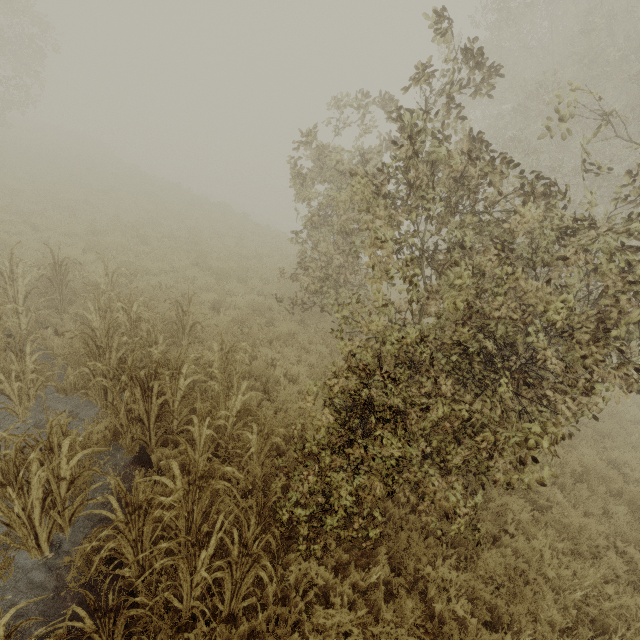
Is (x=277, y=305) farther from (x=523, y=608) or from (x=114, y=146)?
(x=114, y=146)

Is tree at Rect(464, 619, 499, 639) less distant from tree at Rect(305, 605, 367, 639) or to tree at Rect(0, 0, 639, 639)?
tree at Rect(0, 0, 639, 639)

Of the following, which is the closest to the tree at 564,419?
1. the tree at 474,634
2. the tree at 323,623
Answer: the tree at 474,634

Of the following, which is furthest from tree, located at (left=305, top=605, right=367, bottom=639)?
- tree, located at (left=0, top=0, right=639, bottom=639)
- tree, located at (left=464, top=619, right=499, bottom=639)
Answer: tree, located at (left=464, top=619, right=499, bottom=639)

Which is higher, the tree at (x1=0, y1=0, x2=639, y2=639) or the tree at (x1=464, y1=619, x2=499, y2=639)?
the tree at (x1=0, y1=0, x2=639, y2=639)

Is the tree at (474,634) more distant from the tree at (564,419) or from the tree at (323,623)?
the tree at (323,623)
